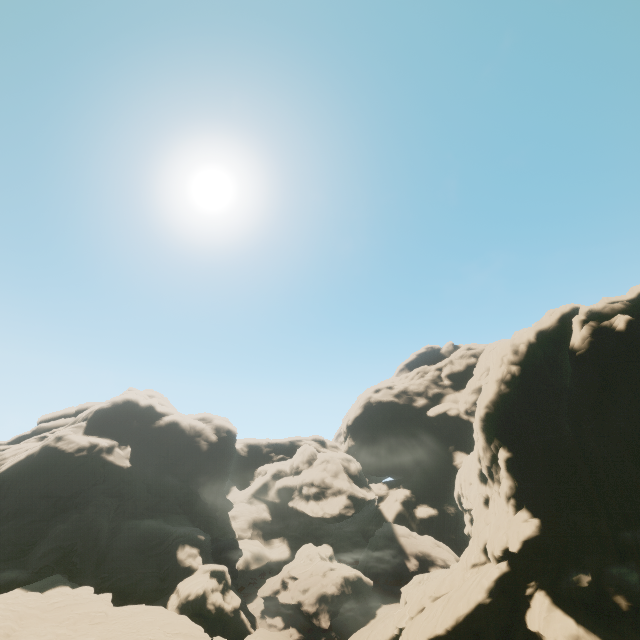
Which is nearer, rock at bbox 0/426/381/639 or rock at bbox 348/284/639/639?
rock at bbox 348/284/639/639

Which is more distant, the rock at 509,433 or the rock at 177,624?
the rock at 177,624

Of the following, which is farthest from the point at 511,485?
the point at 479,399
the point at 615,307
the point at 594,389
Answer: the point at 615,307
